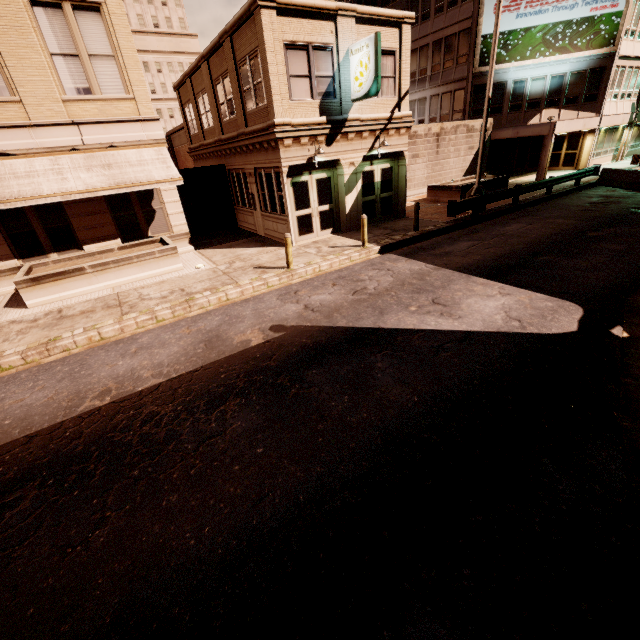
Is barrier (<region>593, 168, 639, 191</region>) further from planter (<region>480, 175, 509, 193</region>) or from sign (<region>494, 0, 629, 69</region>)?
sign (<region>494, 0, 629, 69</region>)

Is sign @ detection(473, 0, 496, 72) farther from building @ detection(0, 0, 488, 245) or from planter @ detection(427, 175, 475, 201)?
planter @ detection(427, 175, 475, 201)

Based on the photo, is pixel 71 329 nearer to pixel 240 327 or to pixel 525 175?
pixel 240 327

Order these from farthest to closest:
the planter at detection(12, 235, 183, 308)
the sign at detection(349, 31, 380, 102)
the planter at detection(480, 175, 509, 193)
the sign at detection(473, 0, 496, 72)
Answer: the sign at detection(473, 0, 496, 72) → the planter at detection(480, 175, 509, 193) → the sign at detection(349, 31, 380, 102) → the planter at detection(12, 235, 183, 308)

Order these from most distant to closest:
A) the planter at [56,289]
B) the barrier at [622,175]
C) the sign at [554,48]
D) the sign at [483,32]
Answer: the sign at [483,32] → the sign at [554,48] → the barrier at [622,175] → the planter at [56,289]

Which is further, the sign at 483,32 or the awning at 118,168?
the sign at 483,32

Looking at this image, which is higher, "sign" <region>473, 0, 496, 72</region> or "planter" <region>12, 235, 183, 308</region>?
"sign" <region>473, 0, 496, 72</region>

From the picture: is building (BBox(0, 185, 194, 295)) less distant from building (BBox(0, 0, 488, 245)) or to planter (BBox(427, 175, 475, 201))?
building (BBox(0, 0, 488, 245))
